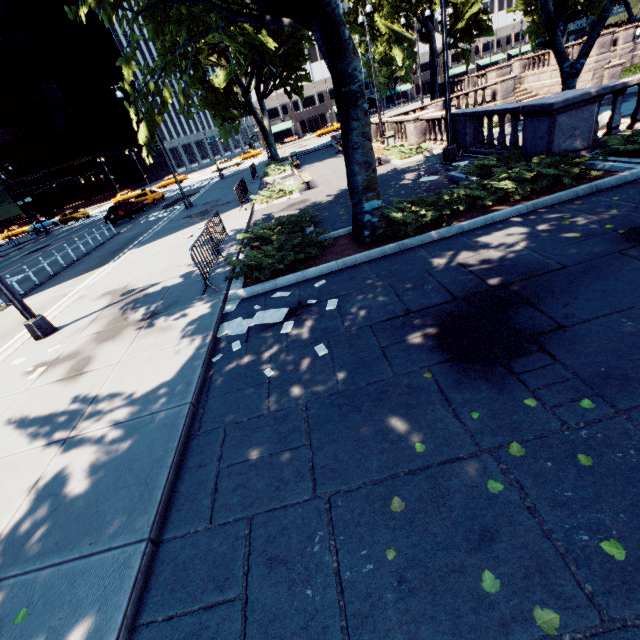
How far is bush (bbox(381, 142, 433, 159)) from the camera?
16.0 meters

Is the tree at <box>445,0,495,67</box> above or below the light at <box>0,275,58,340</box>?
above

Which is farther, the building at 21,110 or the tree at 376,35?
the building at 21,110

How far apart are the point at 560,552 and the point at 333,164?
23.5 meters

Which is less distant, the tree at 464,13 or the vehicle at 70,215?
the tree at 464,13

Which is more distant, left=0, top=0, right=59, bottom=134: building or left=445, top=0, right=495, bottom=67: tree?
left=0, top=0, right=59, bottom=134: building

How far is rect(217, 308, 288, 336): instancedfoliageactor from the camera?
6.1m

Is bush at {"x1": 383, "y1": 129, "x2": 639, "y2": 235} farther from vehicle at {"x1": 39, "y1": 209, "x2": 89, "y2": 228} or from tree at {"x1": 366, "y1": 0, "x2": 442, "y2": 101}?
vehicle at {"x1": 39, "y1": 209, "x2": 89, "y2": 228}
